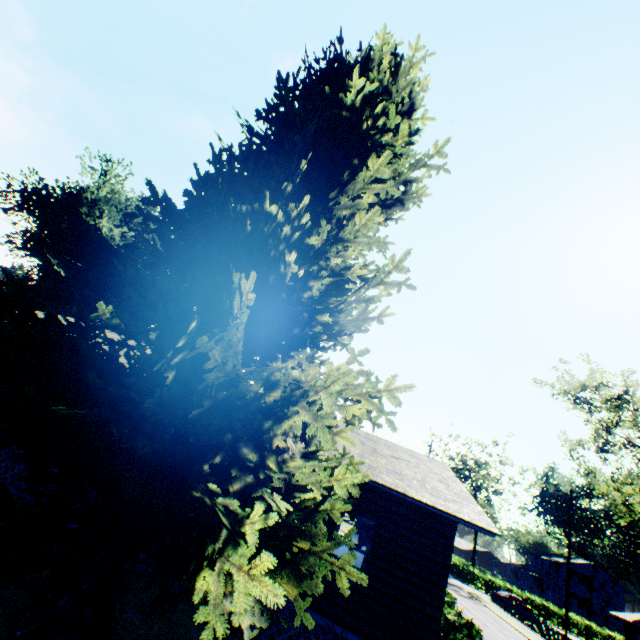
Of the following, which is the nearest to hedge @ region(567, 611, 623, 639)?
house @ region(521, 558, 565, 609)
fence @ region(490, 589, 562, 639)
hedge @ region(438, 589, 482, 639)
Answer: house @ region(521, 558, 565, 609)

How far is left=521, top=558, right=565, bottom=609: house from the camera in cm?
5603

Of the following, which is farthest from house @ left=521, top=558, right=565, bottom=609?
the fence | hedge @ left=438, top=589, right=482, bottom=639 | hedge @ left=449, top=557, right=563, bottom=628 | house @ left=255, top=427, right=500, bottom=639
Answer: house @ left=255, top=427, right=500, bottom=639

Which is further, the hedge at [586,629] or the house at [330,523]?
the hedge at [586,629]

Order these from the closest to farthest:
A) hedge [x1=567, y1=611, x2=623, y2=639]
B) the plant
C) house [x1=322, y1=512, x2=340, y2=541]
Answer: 1. the plant
2. house [x1=322, y1=512, x2=340, y2=541]
3. hedge [x1=567, y1=611, x2=623, y2=639]

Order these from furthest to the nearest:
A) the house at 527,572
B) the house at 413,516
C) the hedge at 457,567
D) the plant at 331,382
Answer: the house at 527,572, the hedge at 457,567, the house at 413,516, the plant at 331,382

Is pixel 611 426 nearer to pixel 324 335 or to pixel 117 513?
pixel 324 335

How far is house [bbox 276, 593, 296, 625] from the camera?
8.27m
